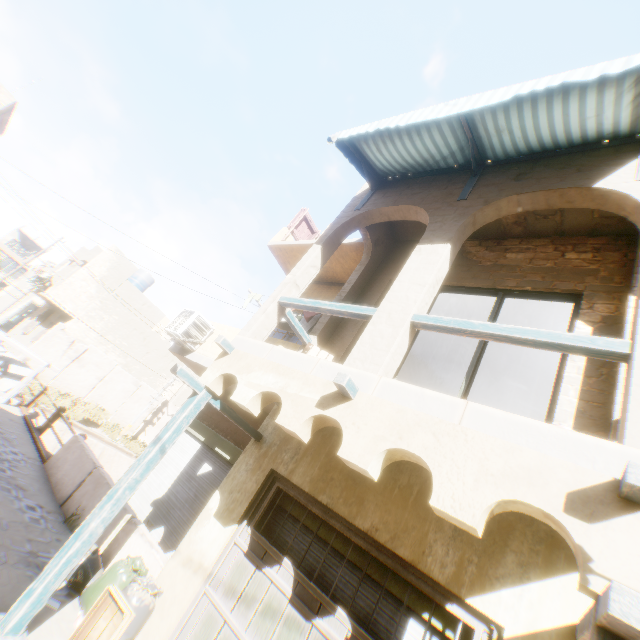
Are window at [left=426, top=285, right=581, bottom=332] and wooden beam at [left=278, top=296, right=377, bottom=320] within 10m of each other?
yes

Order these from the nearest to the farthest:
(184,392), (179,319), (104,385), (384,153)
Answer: (384,153) → (179,319) → (104,385) → (184,392)

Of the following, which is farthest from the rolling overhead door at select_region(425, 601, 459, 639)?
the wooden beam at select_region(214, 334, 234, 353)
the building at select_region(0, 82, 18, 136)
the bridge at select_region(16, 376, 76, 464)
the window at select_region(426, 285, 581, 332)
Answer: the wooden beam at select_region(214, 334, 234, 353)

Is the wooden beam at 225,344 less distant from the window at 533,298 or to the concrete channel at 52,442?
the window at 533,298

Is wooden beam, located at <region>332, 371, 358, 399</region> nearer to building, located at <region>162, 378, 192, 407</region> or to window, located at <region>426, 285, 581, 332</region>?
building, located at <region>162, 378, 192, 407</region>

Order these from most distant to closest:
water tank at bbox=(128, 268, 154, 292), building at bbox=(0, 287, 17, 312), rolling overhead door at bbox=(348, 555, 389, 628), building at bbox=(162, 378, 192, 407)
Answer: building at bbox=(0, 287, 17, 312)
water tank at bbox=(128, 268, 154, 292)
building at bbox=(162, 378, 192, 407)
rolling overhead door at bbox=(348, 555, 389, 628)

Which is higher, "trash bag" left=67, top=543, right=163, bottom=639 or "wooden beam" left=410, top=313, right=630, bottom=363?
"wooden beam" left=410, top=313, right=630, bottom=363

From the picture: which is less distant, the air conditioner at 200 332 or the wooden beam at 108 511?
the wooden beam at 108 511
